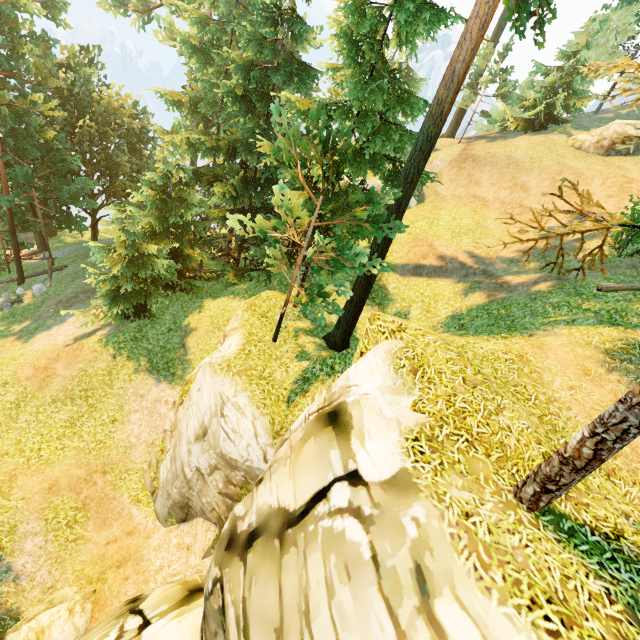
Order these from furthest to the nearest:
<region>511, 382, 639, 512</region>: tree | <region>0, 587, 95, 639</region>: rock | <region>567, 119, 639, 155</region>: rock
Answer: <region>567, 119, 639, 155</region>: rock < <region>0, 587, 95, 639</region>: rock < <region>511, 382, 639, 512</region>: tree

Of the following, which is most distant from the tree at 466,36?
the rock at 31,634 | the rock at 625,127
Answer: the rock at 625,127

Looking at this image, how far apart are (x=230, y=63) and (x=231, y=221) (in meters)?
12.23

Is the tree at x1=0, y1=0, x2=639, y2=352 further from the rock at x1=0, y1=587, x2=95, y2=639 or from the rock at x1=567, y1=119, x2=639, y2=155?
the rock at x1=567, y1=119, x2=639, y2=155

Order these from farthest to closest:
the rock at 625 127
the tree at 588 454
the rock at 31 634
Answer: the rock at 625 127 → the rock at 31 634 → the tree at 588 454

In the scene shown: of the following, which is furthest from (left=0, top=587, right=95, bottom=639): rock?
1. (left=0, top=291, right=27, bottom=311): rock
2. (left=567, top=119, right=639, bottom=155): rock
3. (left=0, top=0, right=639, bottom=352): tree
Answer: (left=567, top=119, right=639, bottom=155): rock

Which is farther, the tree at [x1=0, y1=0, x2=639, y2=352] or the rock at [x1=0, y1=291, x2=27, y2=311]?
the rock at [x1=0, y1=291, x2=27, y2=311]

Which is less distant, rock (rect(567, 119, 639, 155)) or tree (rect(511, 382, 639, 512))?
tree (rect(511, 382, 639, 512))
